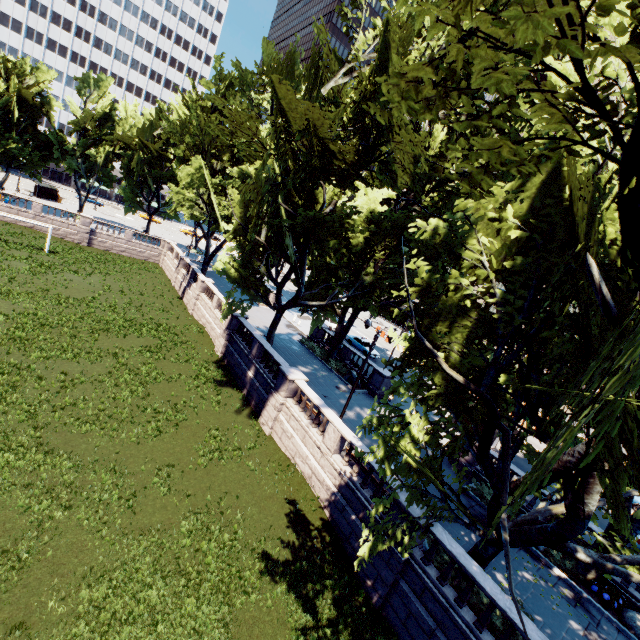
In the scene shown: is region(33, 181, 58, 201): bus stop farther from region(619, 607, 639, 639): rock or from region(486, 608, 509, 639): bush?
region(619, 607, 639, 639): rock

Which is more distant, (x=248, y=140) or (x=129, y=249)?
(x=129, y=249)

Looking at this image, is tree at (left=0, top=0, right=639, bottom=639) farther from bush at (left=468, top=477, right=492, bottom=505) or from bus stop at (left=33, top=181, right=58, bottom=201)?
bus stop at (left=33, top=181, right=58, bottom=201)

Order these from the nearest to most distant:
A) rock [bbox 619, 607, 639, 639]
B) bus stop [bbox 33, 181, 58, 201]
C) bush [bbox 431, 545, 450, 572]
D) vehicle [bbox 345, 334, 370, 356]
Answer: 1. bush [bbox 431, 545, 450, 572]
2. rock [bbox 619, 607, 639, 639]
3. vehicle [bbox 345, 334, 370, 356]
4. bus stop [bbox 33, 181, 58, 201]

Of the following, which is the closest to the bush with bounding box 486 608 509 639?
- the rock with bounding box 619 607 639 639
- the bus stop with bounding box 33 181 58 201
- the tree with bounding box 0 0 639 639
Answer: the tree with bounding box 0 0 639 639

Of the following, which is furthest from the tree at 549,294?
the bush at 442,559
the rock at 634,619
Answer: the rock at 634,619

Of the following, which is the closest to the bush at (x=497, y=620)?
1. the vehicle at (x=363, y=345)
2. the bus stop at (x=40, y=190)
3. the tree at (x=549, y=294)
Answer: the tree at (x=549, y=294)

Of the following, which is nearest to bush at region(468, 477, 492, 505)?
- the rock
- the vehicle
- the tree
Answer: the tree
